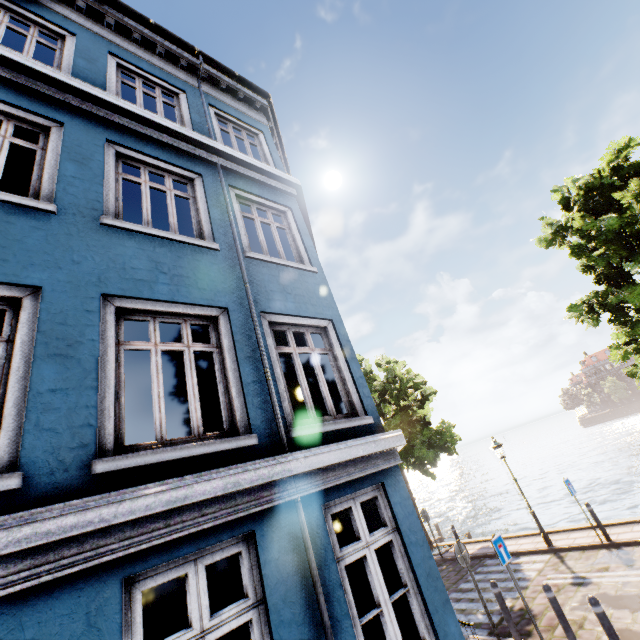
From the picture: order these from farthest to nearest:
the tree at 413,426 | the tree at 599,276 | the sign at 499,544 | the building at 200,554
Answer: the tree at 413,426 → the tree at 599,276 → the sign at 499,544 → the building at 200,554

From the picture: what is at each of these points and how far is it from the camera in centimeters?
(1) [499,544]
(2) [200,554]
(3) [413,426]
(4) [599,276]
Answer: (1) sign, 740cm
(2) building, 288cm
(3) tree, 1669cm
(4) tree, 1065cm

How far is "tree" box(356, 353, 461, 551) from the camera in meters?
15.7

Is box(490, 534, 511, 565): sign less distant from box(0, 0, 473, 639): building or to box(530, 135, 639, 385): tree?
box(0, 0, 473, 639): building

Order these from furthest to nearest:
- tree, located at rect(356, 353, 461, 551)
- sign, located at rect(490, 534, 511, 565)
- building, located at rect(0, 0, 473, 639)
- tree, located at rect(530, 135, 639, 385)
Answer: tree, located at rect(356, 353, 461, 551) < tree, located at rect(530, 135, 639, 385) < sign, located at rect(490, 534, 511, 565) < building, located at rect(0, 0, 473, 639)

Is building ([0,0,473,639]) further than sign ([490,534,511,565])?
No

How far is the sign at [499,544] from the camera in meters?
7.2 m

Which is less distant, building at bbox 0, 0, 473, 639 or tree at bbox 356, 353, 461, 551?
building at bbox 0, 0, 473, 639
